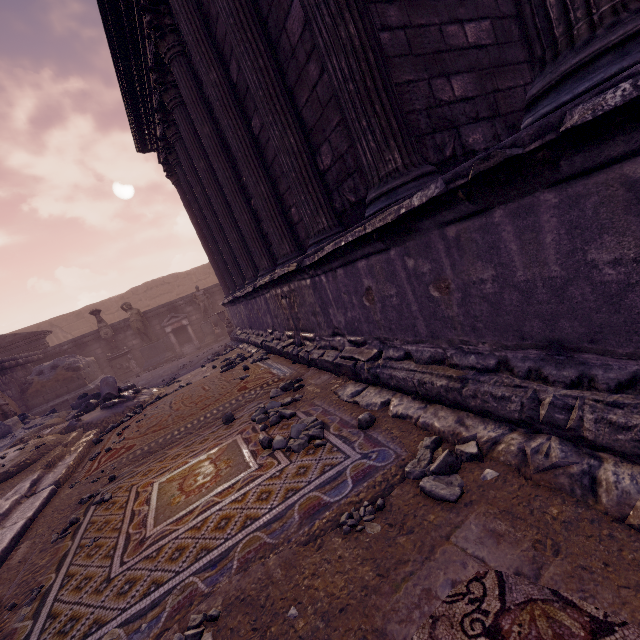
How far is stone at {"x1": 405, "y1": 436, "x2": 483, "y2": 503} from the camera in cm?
170

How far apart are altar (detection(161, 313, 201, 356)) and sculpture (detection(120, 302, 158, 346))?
0.4 meters

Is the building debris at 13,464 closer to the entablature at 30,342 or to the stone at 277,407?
the stone at 277,407

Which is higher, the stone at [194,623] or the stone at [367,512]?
the stone at [194,623]

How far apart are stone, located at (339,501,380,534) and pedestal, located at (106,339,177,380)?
14.9m

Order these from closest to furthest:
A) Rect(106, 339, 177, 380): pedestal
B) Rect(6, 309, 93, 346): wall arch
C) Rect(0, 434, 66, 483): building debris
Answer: Rect(0, 434, 66, 483): building debris, Rect(106, 339, 177, 380): pedestal, Rect(6, 309, 93, 346): wall arch

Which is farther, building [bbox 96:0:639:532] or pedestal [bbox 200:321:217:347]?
pedestal [bbox 200:321:217:347]

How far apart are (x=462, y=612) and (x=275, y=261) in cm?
585
